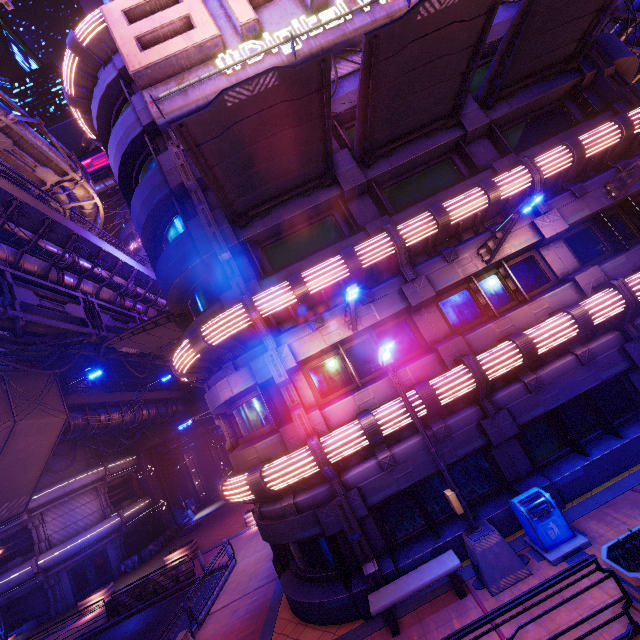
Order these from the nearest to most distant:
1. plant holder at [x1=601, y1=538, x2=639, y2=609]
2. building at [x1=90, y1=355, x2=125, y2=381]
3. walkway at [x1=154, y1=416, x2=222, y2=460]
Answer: plant holder at [x1=601, y1=538, x2=639, y2=609] → building at [x1=90, y1=355, x2=125, y2=381] → walkway at [x1=154, y1=416, x2=222, y2=460]

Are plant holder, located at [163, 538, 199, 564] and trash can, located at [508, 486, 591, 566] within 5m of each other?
no

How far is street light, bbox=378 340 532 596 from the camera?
7.4 meters

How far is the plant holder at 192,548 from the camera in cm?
2198

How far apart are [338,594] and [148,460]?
34.5m

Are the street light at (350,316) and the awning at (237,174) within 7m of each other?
yes

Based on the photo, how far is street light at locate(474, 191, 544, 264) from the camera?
7.7 meters

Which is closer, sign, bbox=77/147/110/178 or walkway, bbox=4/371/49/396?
walkway, bbox=4/371/49/396
